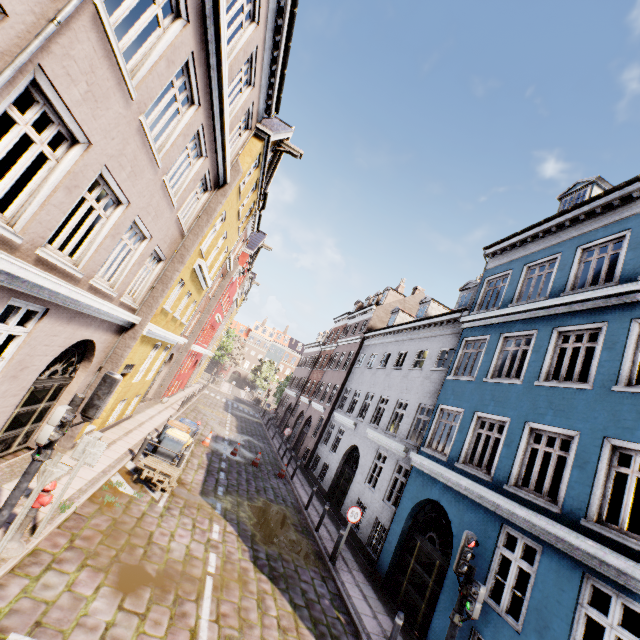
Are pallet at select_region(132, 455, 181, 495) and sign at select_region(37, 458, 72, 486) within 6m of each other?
yes

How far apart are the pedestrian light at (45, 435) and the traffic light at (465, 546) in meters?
7.2

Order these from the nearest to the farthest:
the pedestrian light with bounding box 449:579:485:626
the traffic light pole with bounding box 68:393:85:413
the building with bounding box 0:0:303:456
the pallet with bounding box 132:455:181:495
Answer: the building with bounding box 0:0:303:456, the traffic light pole with bounding box 68:393:85:413, the pedestrian light with bounding box 449:579:485:626, the pallet with bounding box 132:455:181:495

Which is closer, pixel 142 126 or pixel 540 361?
pixel 142 126

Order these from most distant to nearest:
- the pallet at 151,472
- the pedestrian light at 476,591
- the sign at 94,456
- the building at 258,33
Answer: the pallet at 151,472 → the sign at 94,456 → the pedestrian light at 476,591 → the building at 258,33

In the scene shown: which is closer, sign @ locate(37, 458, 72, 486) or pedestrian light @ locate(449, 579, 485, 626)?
sign @ locate(37, 458, 72, 486)

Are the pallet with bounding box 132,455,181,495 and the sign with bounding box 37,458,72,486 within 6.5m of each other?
yes

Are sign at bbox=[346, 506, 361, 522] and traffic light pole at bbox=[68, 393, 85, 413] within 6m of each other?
no
